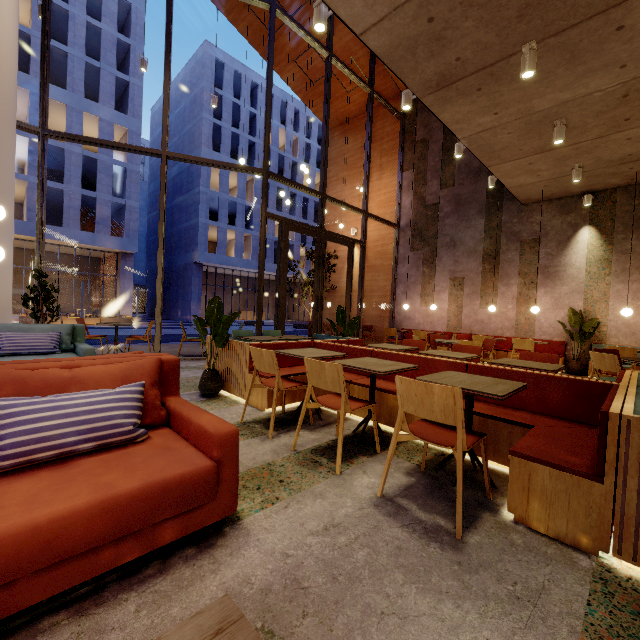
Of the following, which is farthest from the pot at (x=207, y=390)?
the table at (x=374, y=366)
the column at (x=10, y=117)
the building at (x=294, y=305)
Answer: the building at (x=294, y=305)

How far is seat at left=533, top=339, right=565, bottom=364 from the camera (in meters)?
8.35

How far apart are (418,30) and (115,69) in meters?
32.5

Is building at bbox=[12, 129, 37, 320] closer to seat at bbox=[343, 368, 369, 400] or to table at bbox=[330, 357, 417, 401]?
seat at bbox=[343, 368, 369, 400]

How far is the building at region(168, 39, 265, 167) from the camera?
31.0 meters

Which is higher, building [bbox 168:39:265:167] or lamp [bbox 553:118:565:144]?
building [bbox 168:39:265:167]

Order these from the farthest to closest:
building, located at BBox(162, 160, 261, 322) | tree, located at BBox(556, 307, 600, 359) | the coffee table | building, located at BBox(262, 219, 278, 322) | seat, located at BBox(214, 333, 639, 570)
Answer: building, located at BBox(262, 219, 278, 322), building, located at BBox(162, 160, 261, 322), tree, located at BBox(556, 307, 600, 359), seat, located at BBox(214, 333, 639, 570), the coffee table

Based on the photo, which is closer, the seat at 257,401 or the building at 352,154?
the seat at 257,401
